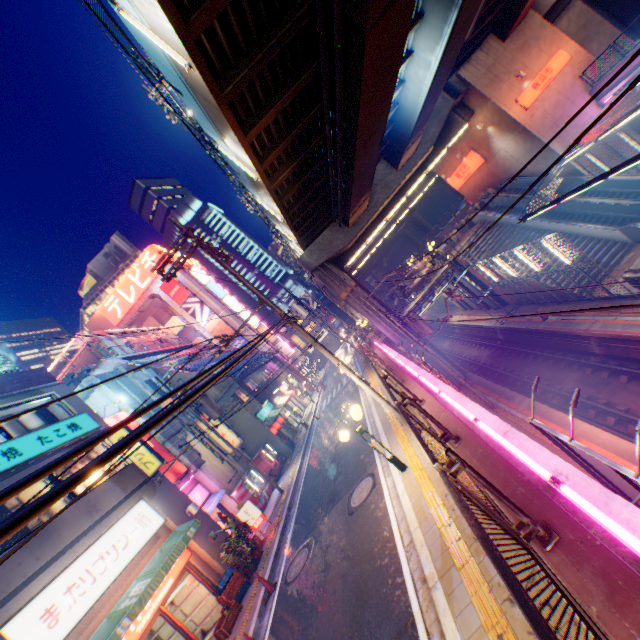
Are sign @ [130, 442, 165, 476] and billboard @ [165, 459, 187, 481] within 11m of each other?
yes

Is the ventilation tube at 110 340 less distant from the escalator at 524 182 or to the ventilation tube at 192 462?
the ventilation tube at 192 462

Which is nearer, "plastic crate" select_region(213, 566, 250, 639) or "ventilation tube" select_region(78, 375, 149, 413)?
"plastic crate" select_region(213, 566, 250, 639)

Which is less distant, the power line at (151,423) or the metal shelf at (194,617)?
the power line at (151,423)

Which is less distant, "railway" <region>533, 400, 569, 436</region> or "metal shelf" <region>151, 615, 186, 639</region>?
"metal shelf" <region>151, 615, 186, 639</region>

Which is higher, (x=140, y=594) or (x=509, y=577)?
(x=140, y=594)

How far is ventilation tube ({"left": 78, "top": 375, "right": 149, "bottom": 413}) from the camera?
18.6 meters

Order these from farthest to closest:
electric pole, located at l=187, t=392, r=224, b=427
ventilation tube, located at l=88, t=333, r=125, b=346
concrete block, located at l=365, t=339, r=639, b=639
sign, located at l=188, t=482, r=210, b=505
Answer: ventilation tube, located at l=88, t=333, r=125, b=346, electric pole, located at l=187, t=392, r=224, b=427, sign, located at l=188, t=482, r=210, b=505, concrete block, located at l=365, t=339, r=639, b=639
